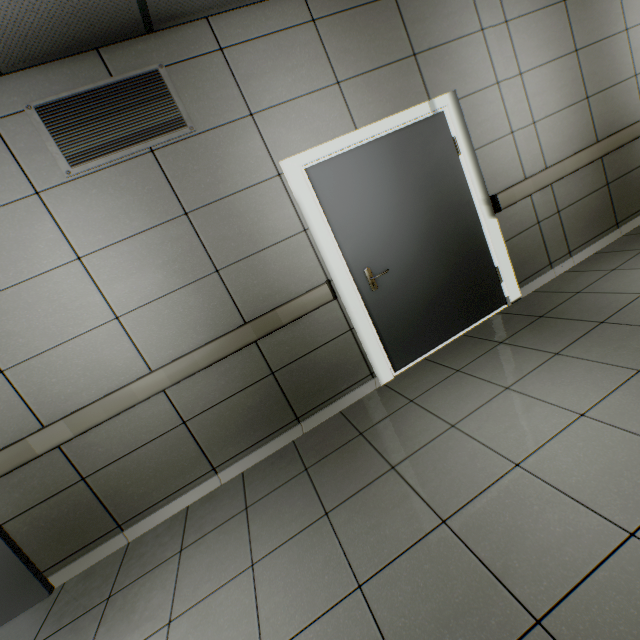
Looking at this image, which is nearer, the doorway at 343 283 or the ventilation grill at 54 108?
the ventilation grill at 54 108

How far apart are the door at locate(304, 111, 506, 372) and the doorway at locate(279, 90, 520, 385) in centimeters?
2cm

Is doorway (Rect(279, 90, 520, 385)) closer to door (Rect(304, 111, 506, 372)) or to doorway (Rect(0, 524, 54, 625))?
door (Rect(304, 111, 506, 372))

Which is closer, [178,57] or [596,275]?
[178,57]

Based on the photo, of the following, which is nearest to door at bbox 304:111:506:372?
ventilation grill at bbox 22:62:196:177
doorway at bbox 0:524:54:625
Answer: ventilation grill at bbox 22:62:196:177

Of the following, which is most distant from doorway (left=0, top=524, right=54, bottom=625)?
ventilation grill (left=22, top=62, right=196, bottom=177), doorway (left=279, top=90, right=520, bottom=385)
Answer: doorway (left=279, top=90, right=520, bottom=385)

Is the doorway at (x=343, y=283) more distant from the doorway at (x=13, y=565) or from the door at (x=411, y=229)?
the doorway at (x=13, y=565)
